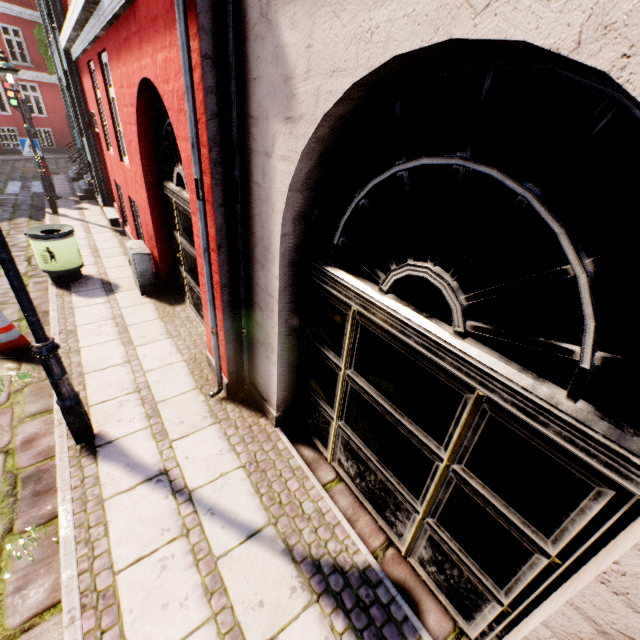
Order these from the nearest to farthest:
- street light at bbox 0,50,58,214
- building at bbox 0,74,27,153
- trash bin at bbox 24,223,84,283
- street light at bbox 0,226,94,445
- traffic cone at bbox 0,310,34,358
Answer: street light at bbox 0,226,94,445 → traffic cone at bbox 0,310,34,358 → trash bin at bbox 24,223,84,283 → street light at bbox 0,50,58,214 → building at bbox 0,74,27,153

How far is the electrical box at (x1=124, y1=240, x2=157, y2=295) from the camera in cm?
584

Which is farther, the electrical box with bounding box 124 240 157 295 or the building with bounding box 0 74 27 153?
the building with bounding box 0 74 27 153

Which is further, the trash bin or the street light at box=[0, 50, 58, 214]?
the street light at box=[0, 50, 58, 214]

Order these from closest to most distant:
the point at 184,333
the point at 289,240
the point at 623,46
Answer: the point at 623,46 < the point at 289,240 < the point at 184,333

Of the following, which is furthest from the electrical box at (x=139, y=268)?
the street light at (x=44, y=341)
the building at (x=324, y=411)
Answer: the street light at (x=44, y=341)

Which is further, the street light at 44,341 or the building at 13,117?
the building at 13,117

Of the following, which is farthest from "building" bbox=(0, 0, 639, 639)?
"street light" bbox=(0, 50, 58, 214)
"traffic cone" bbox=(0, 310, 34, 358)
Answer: "traffic cone" bbox=(0, 310, 34, 358)
